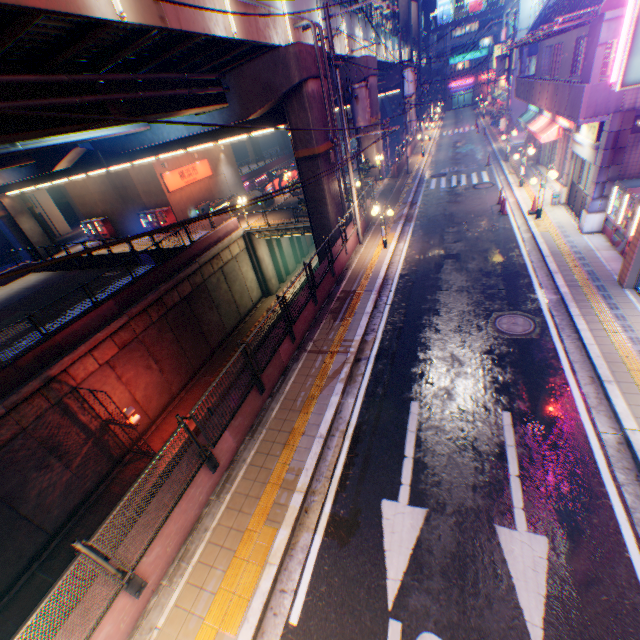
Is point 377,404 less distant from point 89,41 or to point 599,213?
point 89,41

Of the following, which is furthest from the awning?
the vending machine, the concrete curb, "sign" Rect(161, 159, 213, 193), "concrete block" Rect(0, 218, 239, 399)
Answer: "sign" Rect(161, 159, 213, 193)

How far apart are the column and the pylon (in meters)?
0.92

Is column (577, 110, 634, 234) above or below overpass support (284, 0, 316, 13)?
below

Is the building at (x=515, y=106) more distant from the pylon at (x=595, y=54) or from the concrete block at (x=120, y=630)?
the pylon at (x=595, y=54)

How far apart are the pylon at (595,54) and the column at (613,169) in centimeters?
92cm

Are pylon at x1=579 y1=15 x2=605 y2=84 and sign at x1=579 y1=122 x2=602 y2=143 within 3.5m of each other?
yes

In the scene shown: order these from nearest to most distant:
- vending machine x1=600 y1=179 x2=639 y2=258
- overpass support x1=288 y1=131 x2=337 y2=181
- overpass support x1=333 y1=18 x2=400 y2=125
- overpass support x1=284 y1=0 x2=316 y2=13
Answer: vending machine x1=600 y1=179 x2=639 y2=258, overpass support x1=284 y1=0 x2=316 y2=13, overpass support x1=288 y1=131 x2=337 y2=181, overpass support x1=333 y1=18 x2=400 y2=125
